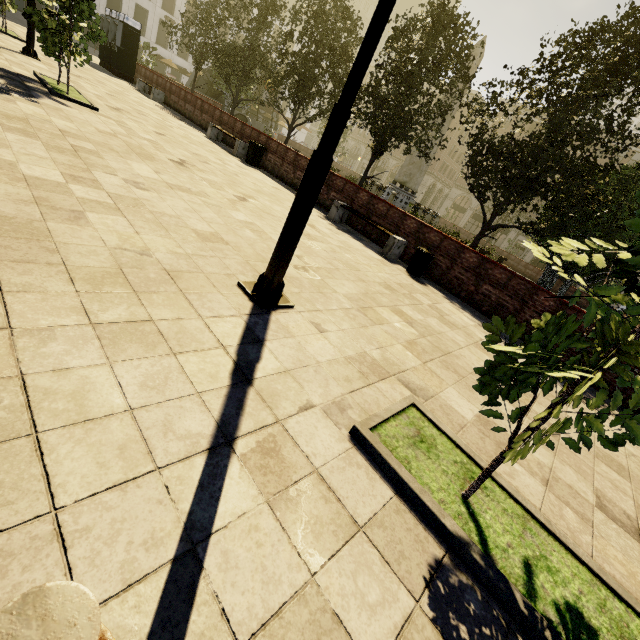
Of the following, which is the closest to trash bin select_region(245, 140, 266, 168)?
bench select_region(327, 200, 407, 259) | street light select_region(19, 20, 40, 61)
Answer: bench select_region(327, 200, 407, 259)

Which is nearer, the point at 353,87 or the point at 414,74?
the point at 353,87

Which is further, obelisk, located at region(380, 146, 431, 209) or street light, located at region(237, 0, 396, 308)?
obelisk, located at region(380, 146, 431, 209)

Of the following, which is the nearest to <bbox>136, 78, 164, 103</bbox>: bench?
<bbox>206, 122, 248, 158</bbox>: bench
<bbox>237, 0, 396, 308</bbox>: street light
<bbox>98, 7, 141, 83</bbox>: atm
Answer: <bbox>98, 7, 141, 83</bbox>: atm

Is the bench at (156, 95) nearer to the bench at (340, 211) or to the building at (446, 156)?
the bench at (340, 211)

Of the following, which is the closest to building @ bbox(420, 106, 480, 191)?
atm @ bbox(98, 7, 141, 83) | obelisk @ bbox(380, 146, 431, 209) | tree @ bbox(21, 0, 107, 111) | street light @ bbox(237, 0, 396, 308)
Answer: tree @ bbox(21, 0, 107, 111)

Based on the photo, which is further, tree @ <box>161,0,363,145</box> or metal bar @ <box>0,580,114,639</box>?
tree @ <box>161,0,363,145</box>

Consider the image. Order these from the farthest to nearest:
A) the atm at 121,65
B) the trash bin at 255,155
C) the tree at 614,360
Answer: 1. the atm at 121,65
2. the trash bin at 255,155
3. the tree at 614,360
